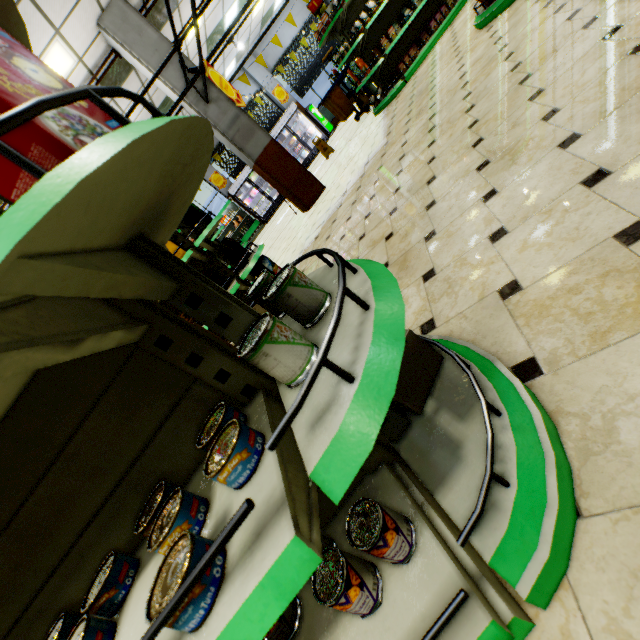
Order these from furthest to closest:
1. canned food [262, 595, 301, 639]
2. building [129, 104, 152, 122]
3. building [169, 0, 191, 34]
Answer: building [129, 104, 152, 122]
building [169, 0, 191, 34]
canned food [262, 595, 301, 639]

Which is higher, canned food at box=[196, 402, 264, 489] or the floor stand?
canned food at box=[196, 402, 264, 489]

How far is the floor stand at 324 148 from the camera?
10.6m

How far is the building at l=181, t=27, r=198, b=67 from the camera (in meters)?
6.25

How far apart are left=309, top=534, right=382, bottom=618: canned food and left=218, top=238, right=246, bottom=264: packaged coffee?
3.3m

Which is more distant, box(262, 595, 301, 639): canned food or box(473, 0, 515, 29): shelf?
box(473, 0, 515, 29): shelf

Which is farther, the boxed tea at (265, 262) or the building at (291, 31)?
the building at (291, 31)

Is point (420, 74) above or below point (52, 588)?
below
